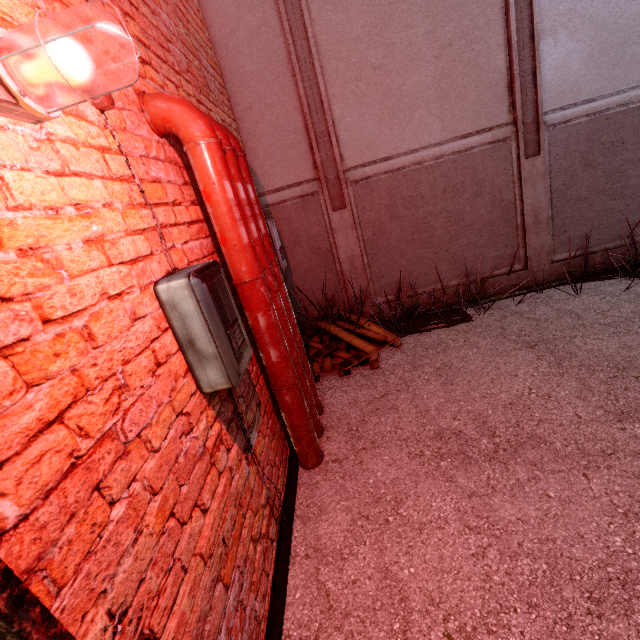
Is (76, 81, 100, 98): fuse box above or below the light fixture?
above

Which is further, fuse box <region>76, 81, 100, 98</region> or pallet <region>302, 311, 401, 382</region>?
pallet <region>302, 311, 401, 382</region>

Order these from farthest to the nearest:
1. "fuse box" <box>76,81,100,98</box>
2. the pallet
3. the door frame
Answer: the pallet → "fuse box" <box>76,81,100,98</box> → the door frame

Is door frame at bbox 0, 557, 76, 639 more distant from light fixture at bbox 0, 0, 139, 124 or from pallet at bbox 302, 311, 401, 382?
pallet at bbox 302, 311, 401, 382

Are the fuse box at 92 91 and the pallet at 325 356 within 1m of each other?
no

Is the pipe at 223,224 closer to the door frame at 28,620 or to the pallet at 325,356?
the pallet at 325,356

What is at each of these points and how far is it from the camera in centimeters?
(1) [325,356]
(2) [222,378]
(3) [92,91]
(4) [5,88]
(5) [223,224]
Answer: (1) pallet, 388cm
(2) fuse box, 155cm
(3) fuse box, 127cm
(4) light fixture, 80cm
(5) pipe, 188cm

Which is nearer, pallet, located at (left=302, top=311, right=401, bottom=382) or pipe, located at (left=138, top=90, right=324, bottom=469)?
pipe, located at (left=138, top=90, right=324, bottom=469)
